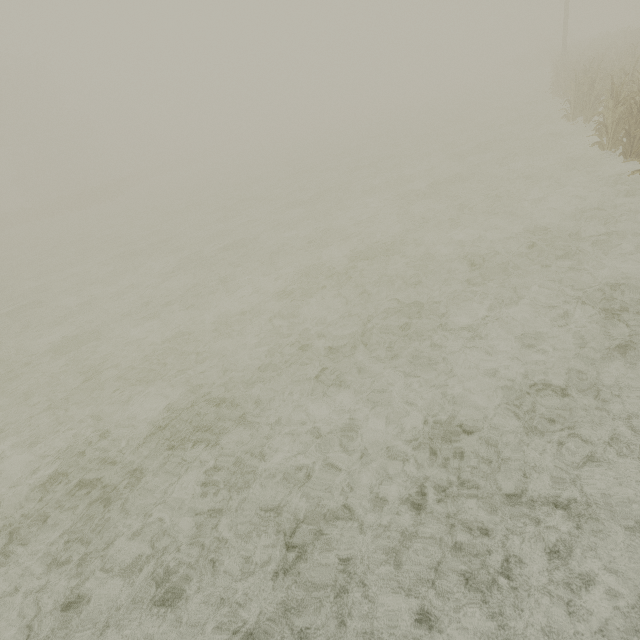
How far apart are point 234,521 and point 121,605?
1.2 meters
